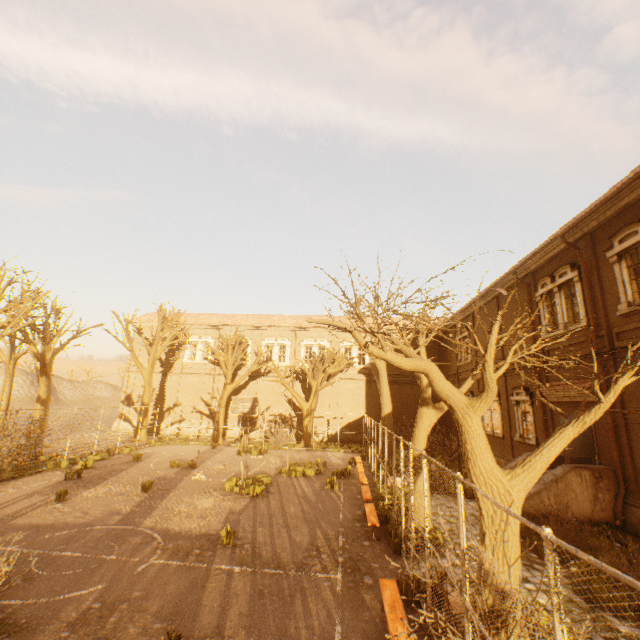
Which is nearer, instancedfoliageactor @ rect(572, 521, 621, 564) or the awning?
instancedfoliageactor @ rect(572, 521, 621, 564)

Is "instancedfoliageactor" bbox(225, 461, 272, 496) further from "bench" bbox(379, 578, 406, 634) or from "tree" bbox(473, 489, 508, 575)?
"bench" bbox(379, 578, 406, 634)

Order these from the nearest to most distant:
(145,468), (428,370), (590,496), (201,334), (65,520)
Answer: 1. (428,370)
2. (65,520)
3. (590,496)
4. (145,468)
5. (201,334)

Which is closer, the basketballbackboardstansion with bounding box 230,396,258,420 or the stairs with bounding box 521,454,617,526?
the stairs with bounding box 521,454,617,526

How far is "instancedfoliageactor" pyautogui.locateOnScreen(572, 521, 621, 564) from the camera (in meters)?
8.45

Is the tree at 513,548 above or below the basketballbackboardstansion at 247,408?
below

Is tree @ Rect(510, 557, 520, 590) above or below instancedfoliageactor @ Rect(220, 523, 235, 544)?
above

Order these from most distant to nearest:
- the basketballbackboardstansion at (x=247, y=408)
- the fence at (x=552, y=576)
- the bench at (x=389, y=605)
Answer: the basketballbackboardstansion at (x=247, y=408), the bench at (x=389, y=605), the fence at (x=552, y=576)
